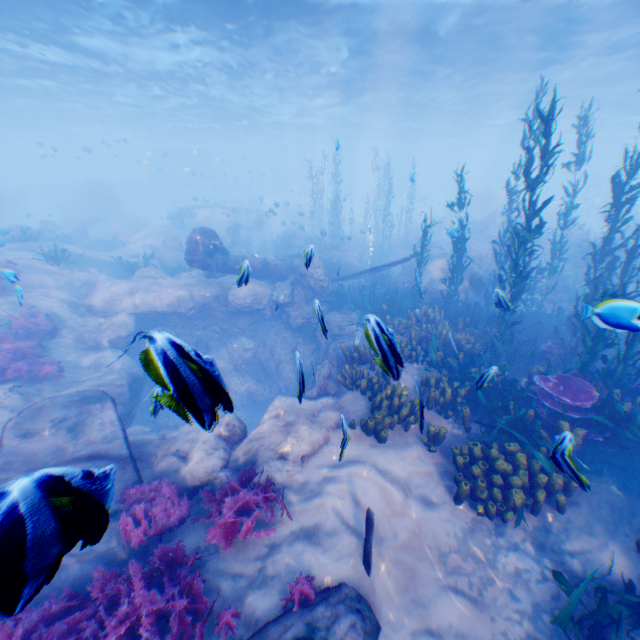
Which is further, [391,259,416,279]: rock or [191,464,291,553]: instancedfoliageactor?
[391,259,416,279]: rock

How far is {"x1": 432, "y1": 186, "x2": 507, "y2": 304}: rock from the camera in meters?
15.0

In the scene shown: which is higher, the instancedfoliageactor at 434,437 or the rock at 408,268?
the rock at 408,268

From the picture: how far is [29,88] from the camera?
26.64m

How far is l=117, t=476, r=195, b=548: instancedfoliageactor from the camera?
5.02m

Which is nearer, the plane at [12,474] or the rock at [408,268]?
the plane at [12,474]

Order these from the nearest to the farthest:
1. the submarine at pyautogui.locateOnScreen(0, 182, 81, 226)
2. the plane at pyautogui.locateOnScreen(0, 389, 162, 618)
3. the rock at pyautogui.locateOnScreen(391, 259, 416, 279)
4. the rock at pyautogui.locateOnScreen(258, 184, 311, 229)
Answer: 1. the plane at pyautogui.locateOnScreen(0, 389, 162, 618)
2. the rock at pyautogui.locateOnScreen(391, 259, 416, 279)
3. the rock at pyautogui.locateOnScreen(258, 184, 311, 229)
4. the submarine at pyautogui.locateOnScreen(0, 182, 81, 226)

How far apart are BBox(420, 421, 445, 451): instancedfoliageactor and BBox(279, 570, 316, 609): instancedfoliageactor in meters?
3.2 m
